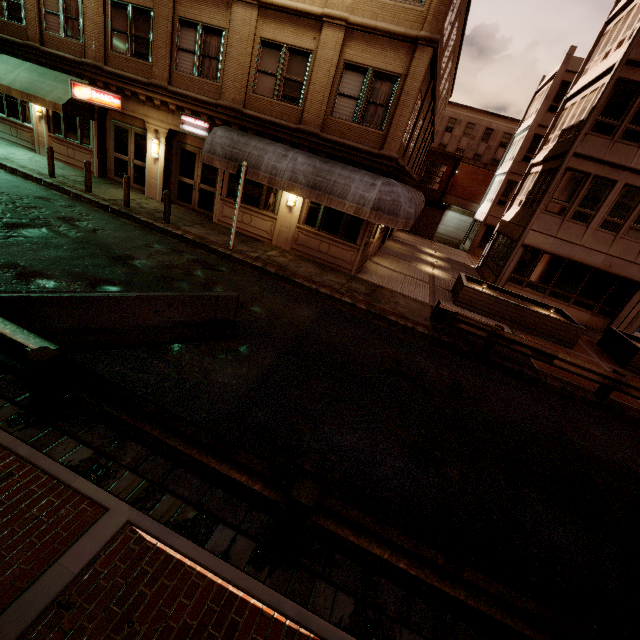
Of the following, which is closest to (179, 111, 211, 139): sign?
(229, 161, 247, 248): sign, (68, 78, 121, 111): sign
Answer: (68, 78, 121, 111): sign

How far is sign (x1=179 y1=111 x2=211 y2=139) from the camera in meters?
13.5 m

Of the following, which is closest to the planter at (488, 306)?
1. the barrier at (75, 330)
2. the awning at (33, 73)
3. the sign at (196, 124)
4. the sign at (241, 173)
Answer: the sign at (241, 173)

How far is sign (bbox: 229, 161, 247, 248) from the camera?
11.02m

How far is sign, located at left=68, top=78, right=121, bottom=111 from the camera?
12.4 meters

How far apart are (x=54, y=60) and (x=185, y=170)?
7.4 meters

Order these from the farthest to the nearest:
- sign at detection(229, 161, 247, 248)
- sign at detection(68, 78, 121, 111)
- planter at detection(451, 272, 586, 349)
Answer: planter at detection(451, 272, 586, 349) < sign at detection(68, 78, 121, 111) < sign at detection(229, 161, 247, 248)

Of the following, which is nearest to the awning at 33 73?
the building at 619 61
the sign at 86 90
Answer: the building at 619 61
